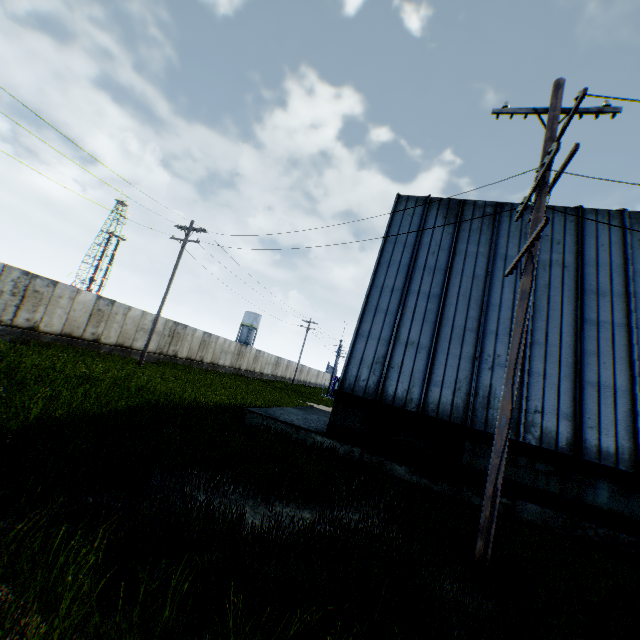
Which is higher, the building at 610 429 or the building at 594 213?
the building at 594 213

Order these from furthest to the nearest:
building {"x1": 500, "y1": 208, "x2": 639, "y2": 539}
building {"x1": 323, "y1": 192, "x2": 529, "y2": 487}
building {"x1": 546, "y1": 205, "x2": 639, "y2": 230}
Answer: building {"x1": 546, "y1": 205, "x2": 639, "y2": 230}
building {"x1": 323, "y1": 192, "x2": 529, "y2": 487}
building {"x1": 500, "y1": 208, "x2": 639, "y2": 539}

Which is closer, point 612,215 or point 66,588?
point 66,588

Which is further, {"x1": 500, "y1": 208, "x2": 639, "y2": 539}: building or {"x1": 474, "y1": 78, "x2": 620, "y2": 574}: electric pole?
{"x1": 500, "y1": 208, "x2": 639, "y2": 539}: building

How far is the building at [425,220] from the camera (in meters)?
10.18

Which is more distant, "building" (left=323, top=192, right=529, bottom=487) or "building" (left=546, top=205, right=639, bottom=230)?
"building" (left=546, top=205, right=639, bottom=230)
